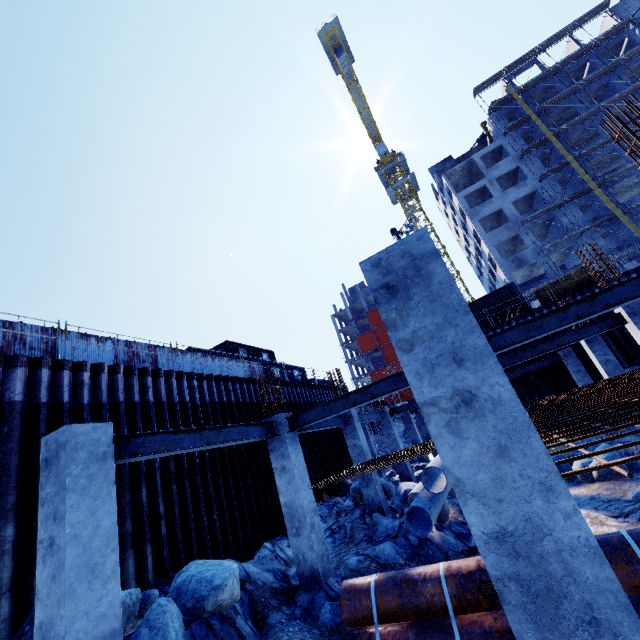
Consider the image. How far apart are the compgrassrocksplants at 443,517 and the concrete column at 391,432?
4.7 meters

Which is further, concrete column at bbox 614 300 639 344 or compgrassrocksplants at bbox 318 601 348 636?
concrete column at bbox 614 300 639 344

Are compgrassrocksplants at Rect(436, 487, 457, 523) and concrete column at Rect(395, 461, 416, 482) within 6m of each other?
yes

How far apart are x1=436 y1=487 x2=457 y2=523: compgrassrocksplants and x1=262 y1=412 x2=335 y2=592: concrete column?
3.40m

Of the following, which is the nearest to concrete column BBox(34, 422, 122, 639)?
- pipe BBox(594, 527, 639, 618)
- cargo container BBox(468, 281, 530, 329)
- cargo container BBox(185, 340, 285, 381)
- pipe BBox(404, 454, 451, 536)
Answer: pipe BBox(594, 527, 639, 618)

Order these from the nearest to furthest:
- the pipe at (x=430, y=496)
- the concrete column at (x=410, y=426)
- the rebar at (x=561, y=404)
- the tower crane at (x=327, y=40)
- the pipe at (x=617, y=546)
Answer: the rebar at (x=561, y=404) < the pipe at (x=617, y=546) < the pipe at (x=430, y=496) < the concrete column at (x=410, y=426) < the tower crane at (x=327, y=40)

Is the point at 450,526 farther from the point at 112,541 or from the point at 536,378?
the point at 536,378

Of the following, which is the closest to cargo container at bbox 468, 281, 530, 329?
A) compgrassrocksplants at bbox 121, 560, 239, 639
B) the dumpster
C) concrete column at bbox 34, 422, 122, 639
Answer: the dumpster
